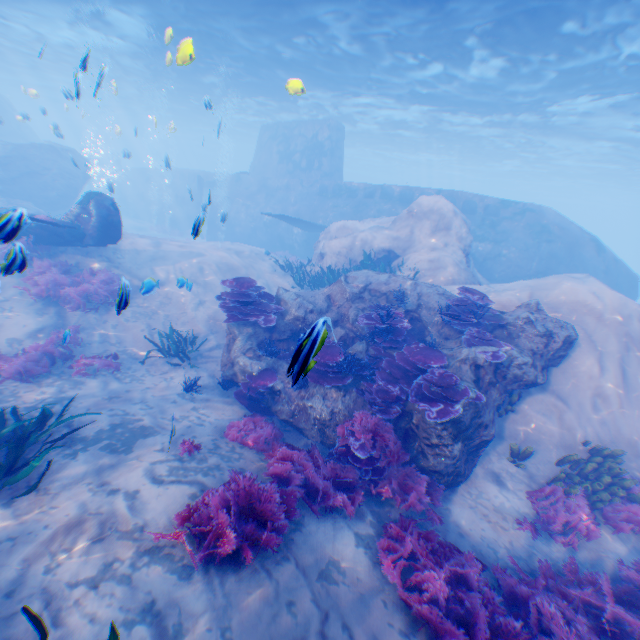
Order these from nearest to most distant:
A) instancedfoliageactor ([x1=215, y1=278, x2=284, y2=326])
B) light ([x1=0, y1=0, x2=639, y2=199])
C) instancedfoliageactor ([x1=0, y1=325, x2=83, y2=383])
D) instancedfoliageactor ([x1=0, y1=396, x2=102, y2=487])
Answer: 1. instancedfoliageactor ([x1=0, y1=396, x2=102, y2=487])
2. instancedfoliageactor ([x1=0, y1=325, x2=83, y2=383])
3. instancedfoliageactor ([x1=215, y1=278, x2=284, y2=326])
4. light ([x1=0, y1=0, x2=639, y2=199])

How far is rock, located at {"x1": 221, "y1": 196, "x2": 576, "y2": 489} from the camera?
6.48m

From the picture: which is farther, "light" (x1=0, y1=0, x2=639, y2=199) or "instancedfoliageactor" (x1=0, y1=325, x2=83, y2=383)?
"light" (x1=0, y1=0, x2=639, y2=199)

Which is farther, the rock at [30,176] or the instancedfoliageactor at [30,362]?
the rock at [30,176]

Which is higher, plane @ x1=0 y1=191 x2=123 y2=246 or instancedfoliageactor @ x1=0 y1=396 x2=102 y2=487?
plane @ x1=0 y1=191 x2=123 y2=246

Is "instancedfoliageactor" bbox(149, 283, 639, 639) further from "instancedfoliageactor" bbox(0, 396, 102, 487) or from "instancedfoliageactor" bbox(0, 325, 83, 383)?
"instancedfoliageactor" bbox(0, 325, 83, 383)

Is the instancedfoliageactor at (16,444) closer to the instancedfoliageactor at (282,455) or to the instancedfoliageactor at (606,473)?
the instancedfoliageactor at (282,455)

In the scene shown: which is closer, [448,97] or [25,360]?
[25,360]
